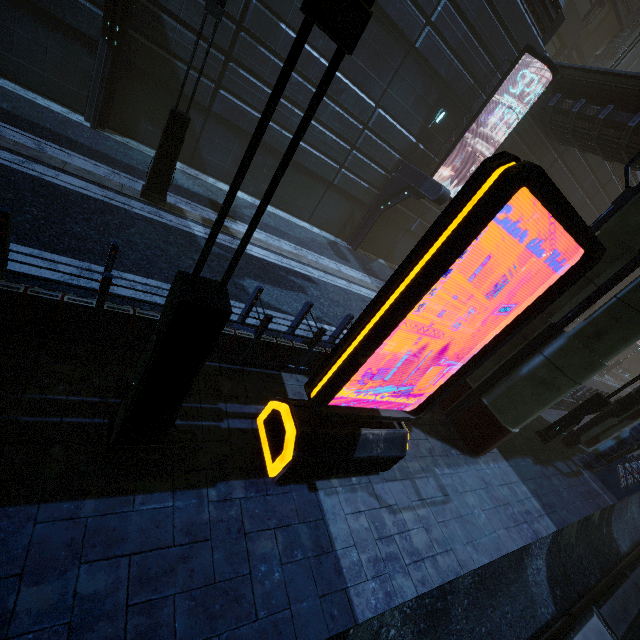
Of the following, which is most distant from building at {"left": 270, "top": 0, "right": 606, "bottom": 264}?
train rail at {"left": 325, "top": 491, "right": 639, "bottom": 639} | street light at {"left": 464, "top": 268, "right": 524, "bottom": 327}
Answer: street light at {"left": 464, "top": 268, "right": 524, "bottom": 327}

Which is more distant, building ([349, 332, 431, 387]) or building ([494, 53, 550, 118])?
building ([494, 53, 550, 118])

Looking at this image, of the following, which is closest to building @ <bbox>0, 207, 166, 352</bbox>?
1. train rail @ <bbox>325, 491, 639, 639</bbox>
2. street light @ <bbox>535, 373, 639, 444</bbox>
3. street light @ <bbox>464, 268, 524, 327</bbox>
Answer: train rail @ <bbox>325, 491, 639, 639</bbox>

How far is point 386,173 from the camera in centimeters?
1611cm

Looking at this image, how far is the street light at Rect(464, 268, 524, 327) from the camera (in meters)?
17.94

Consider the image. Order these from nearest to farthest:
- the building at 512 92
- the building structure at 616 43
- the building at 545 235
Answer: the building at 512 92 → the building at 545 235 → the building structure at 616 43

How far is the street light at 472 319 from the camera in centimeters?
1794cm
